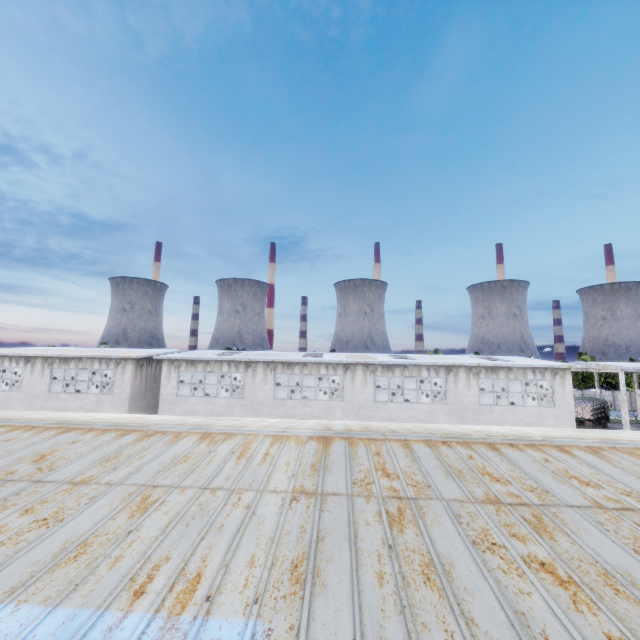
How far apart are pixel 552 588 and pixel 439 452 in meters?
4.2

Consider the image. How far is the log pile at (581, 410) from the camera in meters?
39.5 m

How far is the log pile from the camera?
39.47m
